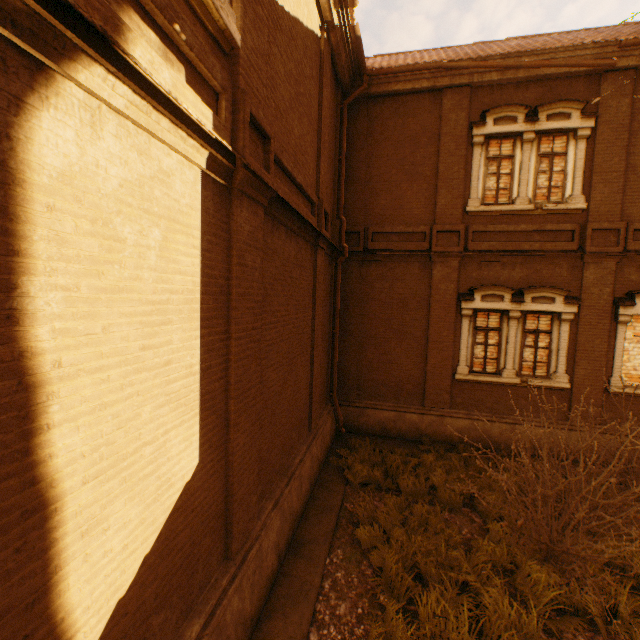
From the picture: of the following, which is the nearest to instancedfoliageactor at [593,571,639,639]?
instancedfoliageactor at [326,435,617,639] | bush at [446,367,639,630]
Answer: bush at [446,367,639,630]

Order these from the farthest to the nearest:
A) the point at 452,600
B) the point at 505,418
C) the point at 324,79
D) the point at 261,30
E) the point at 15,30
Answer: the point at 505,418 < the point at 324,79 < the point at 452,600 < the point at 261,30 < the point at 15,30

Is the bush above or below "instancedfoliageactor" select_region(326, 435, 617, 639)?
above

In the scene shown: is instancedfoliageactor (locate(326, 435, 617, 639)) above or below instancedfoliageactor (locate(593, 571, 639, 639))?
below

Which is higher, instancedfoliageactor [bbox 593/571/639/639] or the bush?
the bush

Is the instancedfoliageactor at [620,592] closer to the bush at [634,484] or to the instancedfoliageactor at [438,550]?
the bush at [634,484]
